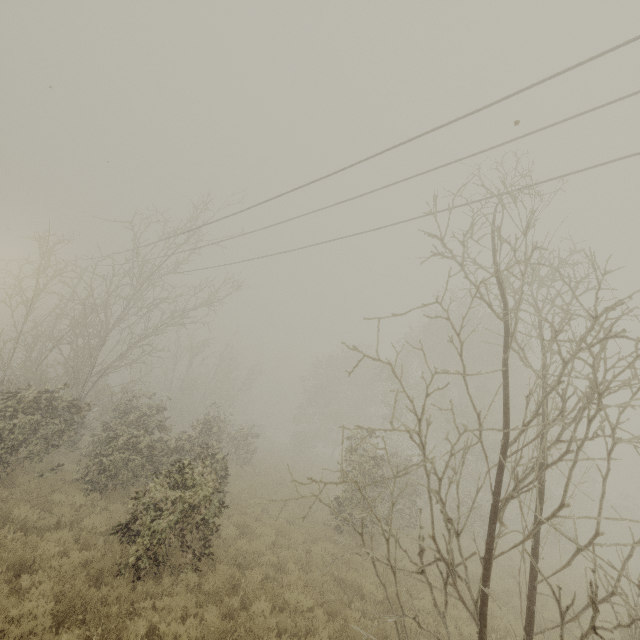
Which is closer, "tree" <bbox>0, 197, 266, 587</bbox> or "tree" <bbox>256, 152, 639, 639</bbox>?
"tree" <bbox>256, 152, 639, 639</bbox>

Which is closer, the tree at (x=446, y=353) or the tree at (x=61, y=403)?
the tree at (x=446, y=353)

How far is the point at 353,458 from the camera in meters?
12.9
